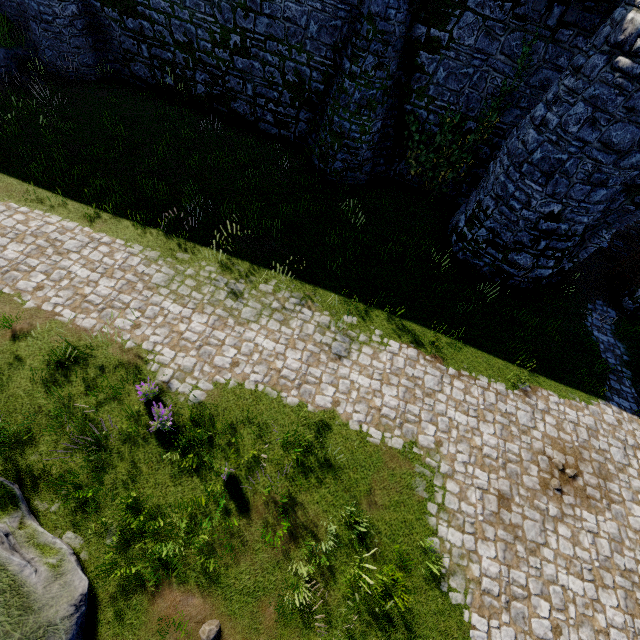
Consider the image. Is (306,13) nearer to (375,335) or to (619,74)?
(619,74)

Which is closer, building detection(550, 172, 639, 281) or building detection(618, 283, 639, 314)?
building detection(550, 172, 639, 281)

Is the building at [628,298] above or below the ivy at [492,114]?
below

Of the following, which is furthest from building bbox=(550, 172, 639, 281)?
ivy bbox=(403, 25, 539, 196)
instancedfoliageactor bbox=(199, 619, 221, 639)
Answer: instancedfoliageactor bbox=(199, 619, 221, 639)

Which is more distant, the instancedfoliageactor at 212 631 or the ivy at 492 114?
the ivy at 492 114

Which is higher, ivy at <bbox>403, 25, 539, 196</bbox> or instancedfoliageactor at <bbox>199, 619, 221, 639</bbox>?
ivy at <bbox>403, 25, 539, 196</bbox>

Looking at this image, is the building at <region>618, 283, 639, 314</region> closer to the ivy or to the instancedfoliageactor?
the ivy
